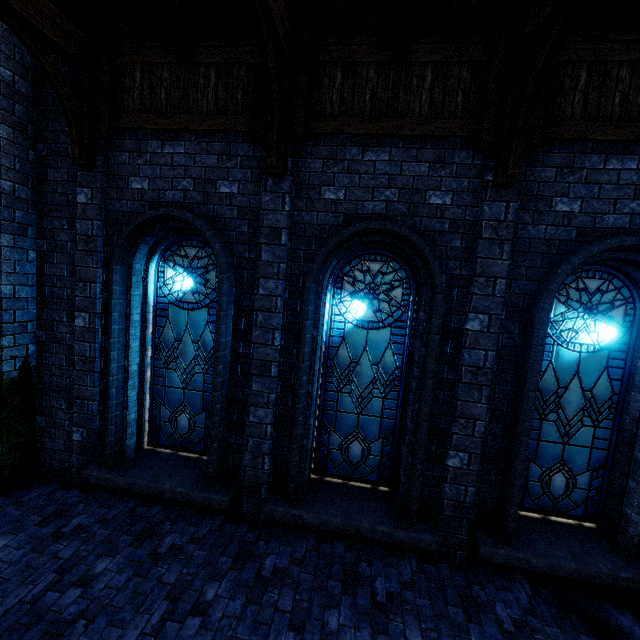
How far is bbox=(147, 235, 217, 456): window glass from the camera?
5.30m

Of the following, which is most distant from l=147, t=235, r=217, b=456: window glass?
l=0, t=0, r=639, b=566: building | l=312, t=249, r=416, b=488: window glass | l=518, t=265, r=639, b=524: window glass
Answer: l=518, t=265, r=639, b=524: window glass

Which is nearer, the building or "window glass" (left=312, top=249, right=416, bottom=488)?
the building

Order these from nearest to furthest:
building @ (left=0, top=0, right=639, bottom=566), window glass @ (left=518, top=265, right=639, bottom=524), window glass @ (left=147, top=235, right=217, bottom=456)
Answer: building @ (left=0, top=0, right=639, bottom=566) → window glass @ (left=518, top=265, right=639, bottom=524) → window glass @ (left=147, top=235, right=217, bottom=456)

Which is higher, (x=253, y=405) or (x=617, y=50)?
(x=617, y=50)

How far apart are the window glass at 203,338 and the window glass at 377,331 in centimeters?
151cm

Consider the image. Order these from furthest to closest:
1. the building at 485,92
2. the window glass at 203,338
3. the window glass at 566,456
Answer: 1. the window glass at 203,338
2. the window glass at 566,456
3. the building at 485,92

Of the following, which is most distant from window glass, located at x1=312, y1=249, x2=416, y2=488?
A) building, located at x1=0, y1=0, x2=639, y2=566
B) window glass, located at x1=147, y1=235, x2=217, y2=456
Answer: window glass, located at x1=147, y1=235, x2=217, y2=456
